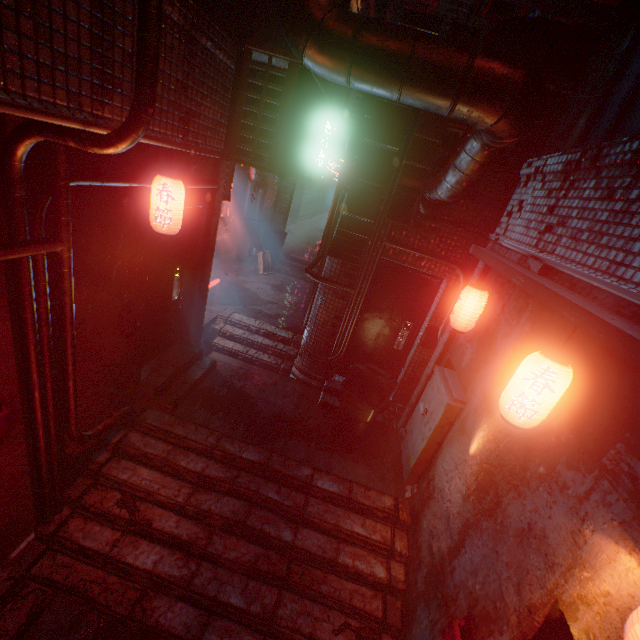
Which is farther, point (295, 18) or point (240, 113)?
point (240, 113)

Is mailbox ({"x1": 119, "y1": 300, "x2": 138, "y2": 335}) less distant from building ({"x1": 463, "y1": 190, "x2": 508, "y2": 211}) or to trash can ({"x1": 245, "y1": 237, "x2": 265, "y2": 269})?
building ({"x1": 463, "y1": 190, "x2": 508, "y2": 211})

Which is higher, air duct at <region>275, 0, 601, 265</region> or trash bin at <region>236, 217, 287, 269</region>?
air duct at <region>275, 0, 601, 265</region>

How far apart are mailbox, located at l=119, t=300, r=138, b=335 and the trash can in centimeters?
523cm

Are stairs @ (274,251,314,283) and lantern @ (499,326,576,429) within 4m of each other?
no

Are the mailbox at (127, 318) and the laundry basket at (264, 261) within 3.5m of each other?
no

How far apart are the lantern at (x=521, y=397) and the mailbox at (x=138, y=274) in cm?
331

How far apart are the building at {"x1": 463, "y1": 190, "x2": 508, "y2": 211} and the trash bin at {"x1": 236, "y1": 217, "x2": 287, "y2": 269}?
5.38m
